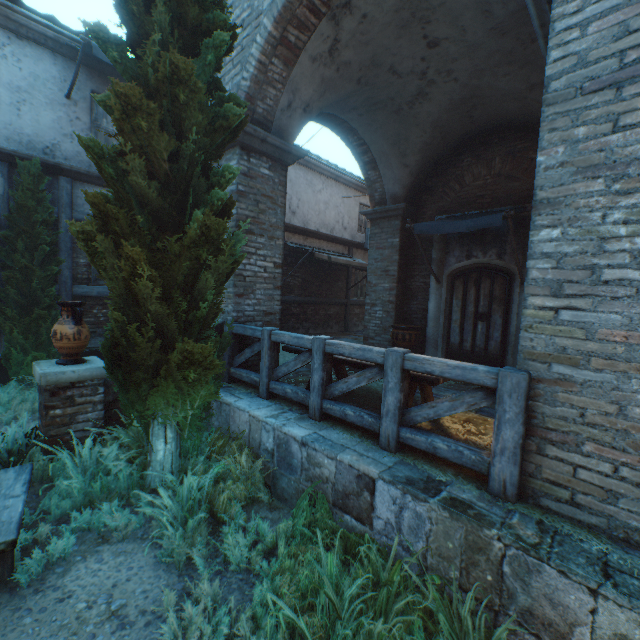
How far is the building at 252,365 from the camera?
5.41m

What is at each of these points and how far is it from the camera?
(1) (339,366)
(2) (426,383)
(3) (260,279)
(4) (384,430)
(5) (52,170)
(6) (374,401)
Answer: (1) table, 4.8 meters
(2) table, 3.1 meters
(3) building, 5.5 meters
(4) fence, 3.1 meters
(5) building, 6.7 meters
(6) straw, 4.6 meters

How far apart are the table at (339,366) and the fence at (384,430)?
0.0 meters

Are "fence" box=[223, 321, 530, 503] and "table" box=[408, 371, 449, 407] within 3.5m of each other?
yes

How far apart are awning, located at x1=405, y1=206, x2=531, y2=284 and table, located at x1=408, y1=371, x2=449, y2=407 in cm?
317

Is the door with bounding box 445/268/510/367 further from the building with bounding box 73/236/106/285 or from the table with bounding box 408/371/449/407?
the building with bounding box 73/236/106/285

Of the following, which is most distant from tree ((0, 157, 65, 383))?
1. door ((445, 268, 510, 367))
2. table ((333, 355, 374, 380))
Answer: door ((445, 268, 510, 367))

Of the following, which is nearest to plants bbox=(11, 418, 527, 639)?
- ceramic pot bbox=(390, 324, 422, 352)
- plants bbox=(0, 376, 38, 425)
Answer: plants bbox=(0, 376, 38, 425)
